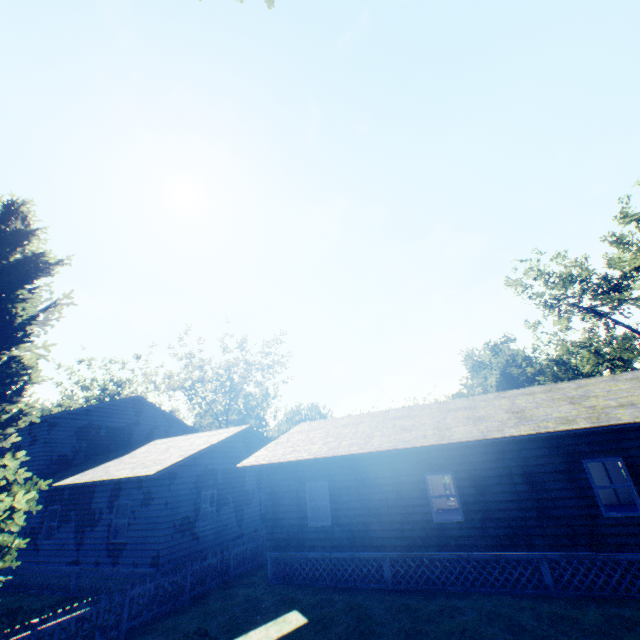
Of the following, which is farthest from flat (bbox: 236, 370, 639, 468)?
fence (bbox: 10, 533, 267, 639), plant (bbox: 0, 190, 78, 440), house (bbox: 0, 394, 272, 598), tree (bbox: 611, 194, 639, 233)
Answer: tree (bbox: 611, 194, 639, 233)

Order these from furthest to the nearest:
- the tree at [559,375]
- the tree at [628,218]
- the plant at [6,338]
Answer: the tree at [559,375] → the tree at [628,218] → the plant at [6,338]

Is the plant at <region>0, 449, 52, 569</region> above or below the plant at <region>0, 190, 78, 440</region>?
below

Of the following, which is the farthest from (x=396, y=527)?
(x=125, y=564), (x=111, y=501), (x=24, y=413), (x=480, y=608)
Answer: (x=24, y=413)

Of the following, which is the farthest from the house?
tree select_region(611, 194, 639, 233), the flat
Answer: tree select_region(611, 194, 639, 233)

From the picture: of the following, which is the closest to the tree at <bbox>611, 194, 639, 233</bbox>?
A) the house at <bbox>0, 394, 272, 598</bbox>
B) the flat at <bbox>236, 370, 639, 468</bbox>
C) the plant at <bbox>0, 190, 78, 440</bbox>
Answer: the plant at <bbox>0, 190, 78, 440</bbox>

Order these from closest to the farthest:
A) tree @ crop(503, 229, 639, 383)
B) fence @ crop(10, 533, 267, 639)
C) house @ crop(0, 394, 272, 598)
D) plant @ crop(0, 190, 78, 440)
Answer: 1. fence @ crop(10, 533, 267, 639)
2. plant @ crop(0, 190, 78, 440)
3. house @ crop(0, 394, 272, 598)
4. tree @ crop(503, 229, 639, 383)

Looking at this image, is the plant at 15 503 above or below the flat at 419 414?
below
